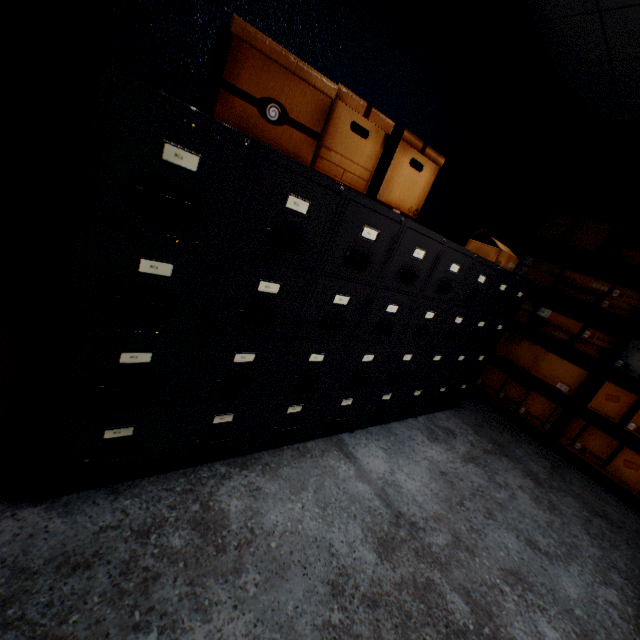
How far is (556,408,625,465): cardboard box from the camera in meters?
2.8 m

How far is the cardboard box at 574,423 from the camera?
2.8m

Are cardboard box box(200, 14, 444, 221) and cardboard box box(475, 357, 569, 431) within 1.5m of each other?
no

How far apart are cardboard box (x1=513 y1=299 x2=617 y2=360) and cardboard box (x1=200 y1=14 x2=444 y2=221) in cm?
243

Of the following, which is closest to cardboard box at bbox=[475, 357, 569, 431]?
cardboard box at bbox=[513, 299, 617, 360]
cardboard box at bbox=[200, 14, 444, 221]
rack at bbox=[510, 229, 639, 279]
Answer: rack at bbox=[510, 229, 639, 279]

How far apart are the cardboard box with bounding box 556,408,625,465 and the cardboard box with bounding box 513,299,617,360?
0.55m

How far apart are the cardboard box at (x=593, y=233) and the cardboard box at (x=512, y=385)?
1.4m

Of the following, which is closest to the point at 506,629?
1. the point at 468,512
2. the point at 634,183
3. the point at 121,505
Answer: the point at 468,512
